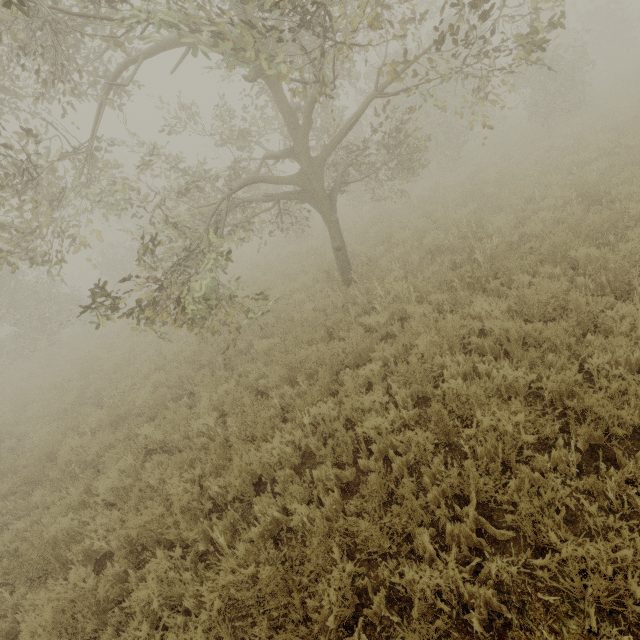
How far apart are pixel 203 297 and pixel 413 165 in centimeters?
1526cm

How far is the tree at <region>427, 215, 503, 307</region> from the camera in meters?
6.3

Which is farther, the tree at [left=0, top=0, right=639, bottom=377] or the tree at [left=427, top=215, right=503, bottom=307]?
the tree at [left=427, top=215, right=503, bottom=307]

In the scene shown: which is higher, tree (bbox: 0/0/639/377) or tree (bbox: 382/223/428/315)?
tree (bbox: 0/0/639/377)

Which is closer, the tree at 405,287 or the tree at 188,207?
the tree at 188,207

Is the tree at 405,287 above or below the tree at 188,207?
below
